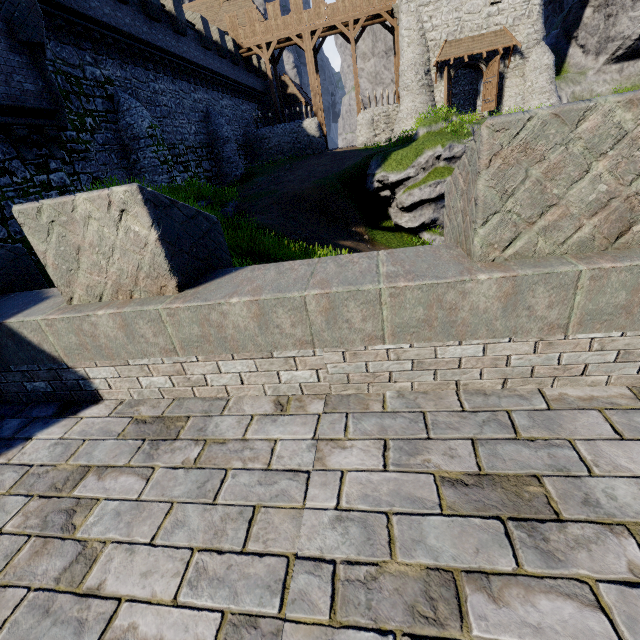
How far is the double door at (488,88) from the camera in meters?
24.7

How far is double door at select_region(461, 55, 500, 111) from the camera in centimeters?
2473cm

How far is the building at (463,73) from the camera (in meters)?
27.18

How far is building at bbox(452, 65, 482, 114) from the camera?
27.18m

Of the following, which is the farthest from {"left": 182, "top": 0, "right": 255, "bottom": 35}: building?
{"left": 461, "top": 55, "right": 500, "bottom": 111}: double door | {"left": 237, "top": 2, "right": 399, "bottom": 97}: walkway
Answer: {"left": 461, "top": 55, "right": 500, "bottom": 111}: double door

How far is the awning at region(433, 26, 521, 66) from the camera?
24.2 meters

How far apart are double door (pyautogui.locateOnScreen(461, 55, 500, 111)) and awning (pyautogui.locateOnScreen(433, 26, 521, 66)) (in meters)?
0.26

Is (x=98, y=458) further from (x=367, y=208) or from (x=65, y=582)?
(x=367, y=208)
